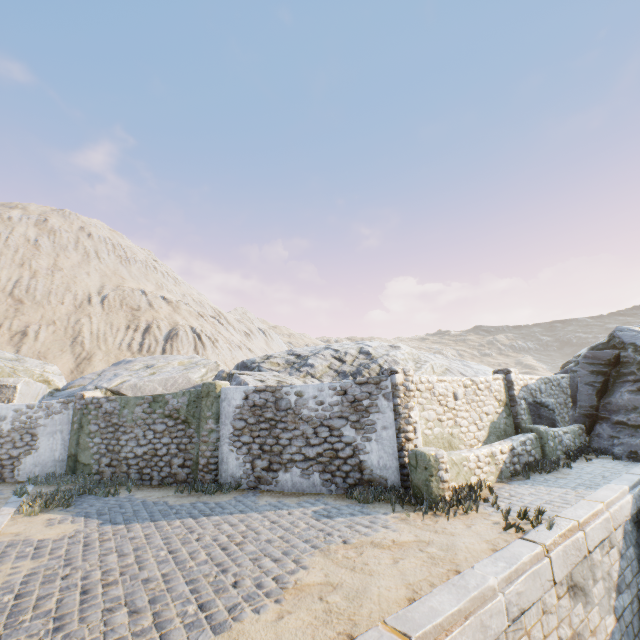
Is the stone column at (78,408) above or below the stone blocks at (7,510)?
above

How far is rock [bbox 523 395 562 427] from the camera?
12.48m

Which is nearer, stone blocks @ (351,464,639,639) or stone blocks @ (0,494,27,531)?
stone blocks @ (351,464,639,639)

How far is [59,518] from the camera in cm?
776

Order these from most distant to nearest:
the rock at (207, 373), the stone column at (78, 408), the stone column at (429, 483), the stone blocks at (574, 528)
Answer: the rock at (207, 373) < the stone column at (78, 408) < the stone column at (429, 483) < the stone blocks at (574, 528)

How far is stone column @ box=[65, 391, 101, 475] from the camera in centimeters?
1199cm

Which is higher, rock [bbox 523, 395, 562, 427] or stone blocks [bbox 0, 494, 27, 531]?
rock [bbox 523, 395, 562, 427]

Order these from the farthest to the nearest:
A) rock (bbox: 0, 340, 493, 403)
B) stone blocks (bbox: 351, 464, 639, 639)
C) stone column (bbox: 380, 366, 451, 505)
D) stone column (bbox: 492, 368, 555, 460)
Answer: rock (bbox: 0, 340, 493, 403), stone column (bbox: 492, 368, 555, 460), stone column (bbox: 380, 366, 451, 505), stone blocks (bbox: 351, 464, 639, 639)
